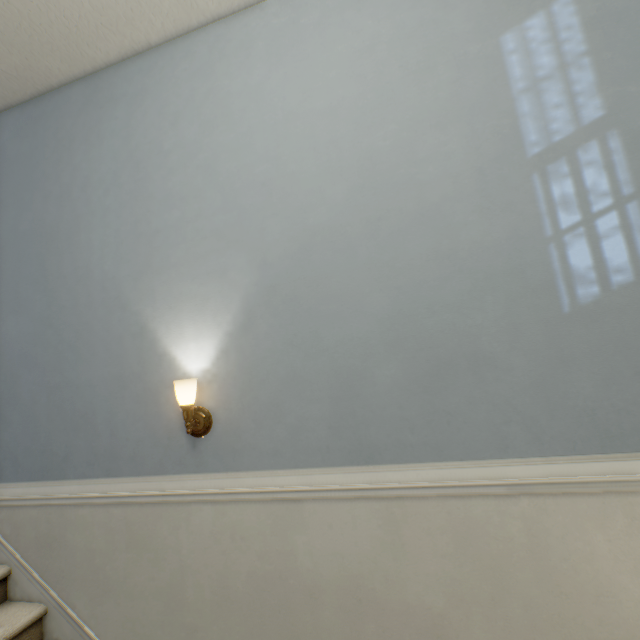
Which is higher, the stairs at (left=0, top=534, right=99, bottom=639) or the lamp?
the lamp

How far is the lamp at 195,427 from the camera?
1.5 meters

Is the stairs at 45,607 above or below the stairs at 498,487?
below

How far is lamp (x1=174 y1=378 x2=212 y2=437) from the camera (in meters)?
1.48

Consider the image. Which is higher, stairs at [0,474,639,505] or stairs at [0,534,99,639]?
stairs at [0,474,639,505]

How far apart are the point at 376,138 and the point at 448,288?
0.78m
